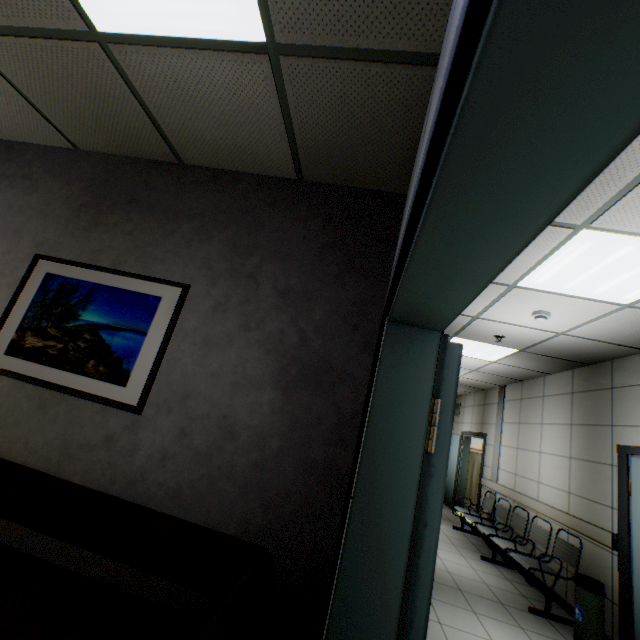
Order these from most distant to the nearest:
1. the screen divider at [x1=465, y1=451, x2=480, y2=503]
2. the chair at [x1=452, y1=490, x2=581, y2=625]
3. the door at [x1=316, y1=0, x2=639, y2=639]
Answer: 1. the screen divider at [x1=465, y1=451, x2=480, y2=503]
2. the chair at [x1=452, y1=490, x2=581, y2=625]
3. the door at [x1=316, y1=0, x2=639, y2=639]

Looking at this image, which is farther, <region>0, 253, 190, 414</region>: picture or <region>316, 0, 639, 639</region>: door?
<region>0, 253, 190, 414</region>: picture

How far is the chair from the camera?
4.03m

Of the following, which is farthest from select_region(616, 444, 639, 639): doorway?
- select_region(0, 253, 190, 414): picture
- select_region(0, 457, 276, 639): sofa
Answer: select_region(0, 253, 190, 414): picture

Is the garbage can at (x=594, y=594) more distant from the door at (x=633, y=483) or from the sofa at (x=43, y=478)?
the sofa at (x=43, y=478)

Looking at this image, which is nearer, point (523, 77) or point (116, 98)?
point (523, 77)

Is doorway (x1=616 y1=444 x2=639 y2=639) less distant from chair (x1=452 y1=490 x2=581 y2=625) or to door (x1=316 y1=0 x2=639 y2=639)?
chair (x1=452 y1=490 x2=581 y2=625)

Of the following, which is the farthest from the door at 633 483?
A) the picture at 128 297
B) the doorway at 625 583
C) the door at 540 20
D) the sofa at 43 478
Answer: the picture at 128 297
